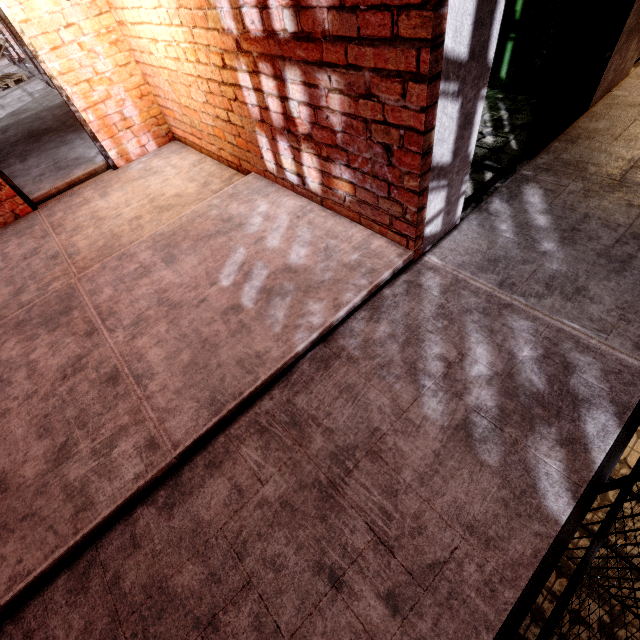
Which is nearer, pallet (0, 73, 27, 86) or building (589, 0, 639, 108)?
building (589, 0, 639, 108)

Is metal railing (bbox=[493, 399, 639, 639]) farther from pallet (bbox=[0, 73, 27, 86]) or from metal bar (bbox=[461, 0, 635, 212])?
pallet (bbox=[0, 73, 27, 86])

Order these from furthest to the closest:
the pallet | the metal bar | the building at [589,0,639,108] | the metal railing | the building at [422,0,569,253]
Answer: the pallet, the building at [589,0,639,108], the metal bar, the building at [422,0,569,253], the metal railing

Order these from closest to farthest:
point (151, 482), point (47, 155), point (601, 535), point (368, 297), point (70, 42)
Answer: point (601, 535), point (151, 482), point (368, 297), point (70, 42), point (47, 155)

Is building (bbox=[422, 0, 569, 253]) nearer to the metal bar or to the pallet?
the metal bar

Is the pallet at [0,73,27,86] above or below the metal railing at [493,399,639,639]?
above

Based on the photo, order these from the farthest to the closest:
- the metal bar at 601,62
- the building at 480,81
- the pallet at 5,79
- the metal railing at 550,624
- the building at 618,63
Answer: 1. the pallet at 5,79
2. the building at 618,63
3. the metal bar at 601,62
4. the building at 480,81
5. the metal railing at 550,624

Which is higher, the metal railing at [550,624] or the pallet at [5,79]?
the pallet at [5,79]
